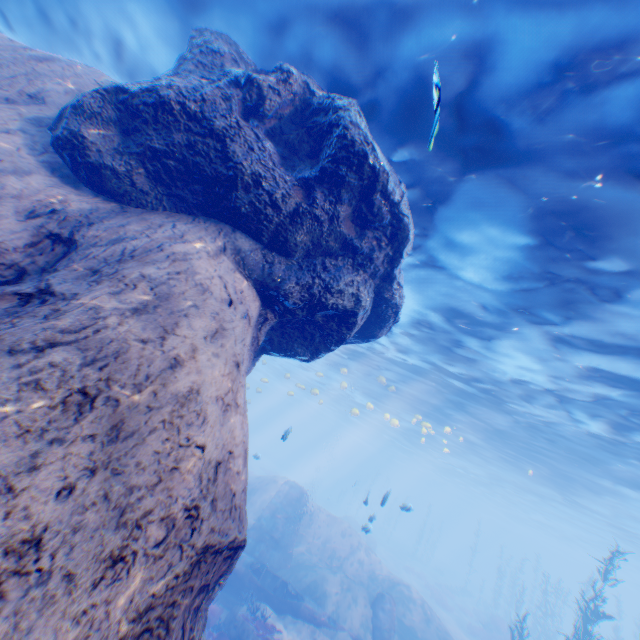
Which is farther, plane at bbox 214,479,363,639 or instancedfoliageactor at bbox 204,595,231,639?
plane at bbox 214,479,363,639

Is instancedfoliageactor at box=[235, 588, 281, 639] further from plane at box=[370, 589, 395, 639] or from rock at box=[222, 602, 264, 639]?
plane at box=[370, 589, 395, 639]

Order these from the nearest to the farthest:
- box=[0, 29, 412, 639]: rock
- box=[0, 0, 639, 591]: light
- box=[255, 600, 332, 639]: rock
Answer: box=[0, 29, 412, 639]: rock, box=[0, 0, 639, 591]: light, box=[255, 600, 332, 639]: rock

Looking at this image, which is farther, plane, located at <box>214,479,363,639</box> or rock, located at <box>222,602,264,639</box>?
plane, located at <box>214,479,363,639</box>

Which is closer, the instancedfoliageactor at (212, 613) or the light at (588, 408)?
the light at (588, 408)

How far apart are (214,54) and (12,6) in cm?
865

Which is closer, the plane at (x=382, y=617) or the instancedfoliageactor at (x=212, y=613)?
the instancedfoliageactor at (x=212, y=613)
